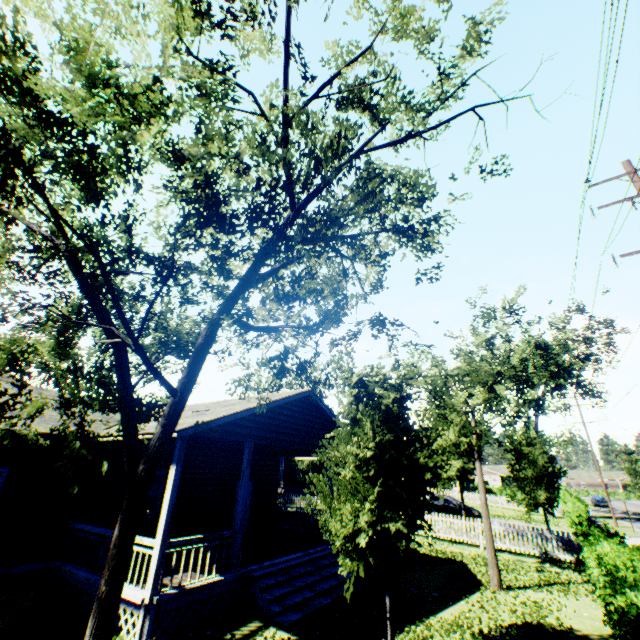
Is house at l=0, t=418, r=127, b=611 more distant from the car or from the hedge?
the car

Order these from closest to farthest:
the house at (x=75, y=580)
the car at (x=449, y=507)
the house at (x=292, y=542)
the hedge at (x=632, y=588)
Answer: the hedge at (x=632, y=588) < the house at (x=292, y=542) < the house at (x=75, y=580) < the car at (x=449, y=507)

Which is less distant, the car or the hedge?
the hedge

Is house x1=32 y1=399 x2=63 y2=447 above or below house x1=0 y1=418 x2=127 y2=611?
above

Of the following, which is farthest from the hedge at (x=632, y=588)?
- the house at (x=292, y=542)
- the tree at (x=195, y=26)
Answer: the tree at (x=195, y=26)

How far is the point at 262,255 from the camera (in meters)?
3.83

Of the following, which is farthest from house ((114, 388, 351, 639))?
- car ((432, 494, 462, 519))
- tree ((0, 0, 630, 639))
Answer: car ((432, 494, 462, 519))

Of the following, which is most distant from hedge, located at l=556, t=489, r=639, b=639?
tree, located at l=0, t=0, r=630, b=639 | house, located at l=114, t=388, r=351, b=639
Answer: tree, located at l=0, t=0, r=630, b=639
